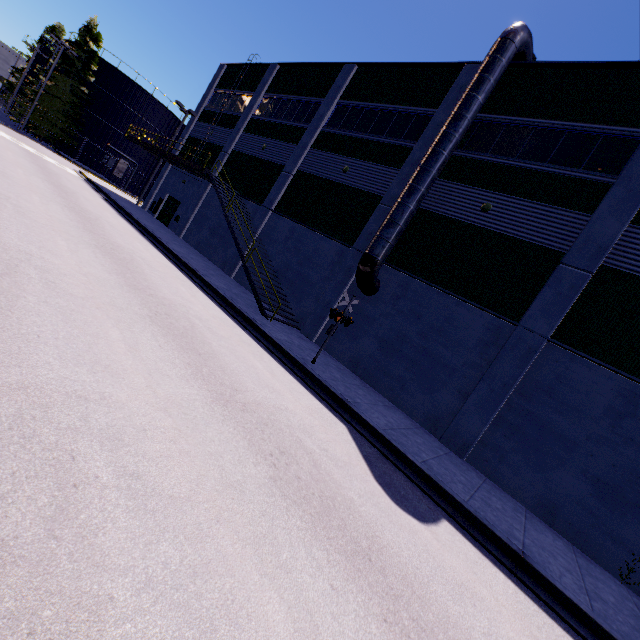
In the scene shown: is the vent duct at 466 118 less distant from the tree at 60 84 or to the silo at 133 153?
the tree at 60 84

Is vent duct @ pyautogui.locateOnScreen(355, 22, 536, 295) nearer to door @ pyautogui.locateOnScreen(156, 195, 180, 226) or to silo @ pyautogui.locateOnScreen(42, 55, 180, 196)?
silo @ pyautogui.locateOnScreen(42, 55, 180, 196)

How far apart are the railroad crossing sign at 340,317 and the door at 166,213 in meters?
21.7 m

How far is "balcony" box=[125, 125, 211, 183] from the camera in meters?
20.4 m

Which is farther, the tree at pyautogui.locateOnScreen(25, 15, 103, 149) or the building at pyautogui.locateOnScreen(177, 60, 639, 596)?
the tree at pyautogui.locateOnScreen(25, 15, 103, 149)

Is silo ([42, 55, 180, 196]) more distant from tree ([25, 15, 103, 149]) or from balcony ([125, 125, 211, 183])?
balcony ([125, 125, 211, 183])

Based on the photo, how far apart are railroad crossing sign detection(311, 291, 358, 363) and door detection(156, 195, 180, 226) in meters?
21.7 m

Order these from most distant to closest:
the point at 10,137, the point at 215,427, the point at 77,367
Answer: the point at 10,137 → the point at 215,427 → the point at 77,367
